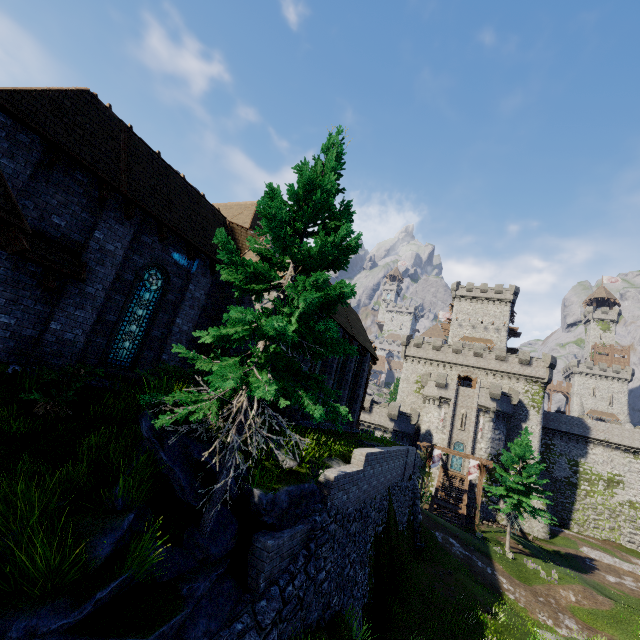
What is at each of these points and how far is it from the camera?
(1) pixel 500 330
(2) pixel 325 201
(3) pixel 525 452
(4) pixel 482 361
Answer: (1) building, 59.3 meters
(2) tree, 7.5 meters
(3) instancedfoliageactor, 30.7 meters
(4) building tower, 48.7 meters

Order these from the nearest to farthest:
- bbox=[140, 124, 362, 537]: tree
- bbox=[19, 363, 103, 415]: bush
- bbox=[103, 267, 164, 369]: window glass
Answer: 1. bbox=[140, 124, 362, 537]: tree
2. bbox=[19, 363, 103, 415]: bush
3. bbox=[103, 267, 164, 369]: window glass

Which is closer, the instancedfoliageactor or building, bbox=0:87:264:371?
building, bbox=0:87:264:371

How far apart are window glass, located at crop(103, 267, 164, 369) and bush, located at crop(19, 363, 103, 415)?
1.4 meters

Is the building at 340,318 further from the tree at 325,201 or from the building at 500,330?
the building at 500,330

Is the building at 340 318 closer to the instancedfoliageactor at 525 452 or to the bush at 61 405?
the bush at 61 405

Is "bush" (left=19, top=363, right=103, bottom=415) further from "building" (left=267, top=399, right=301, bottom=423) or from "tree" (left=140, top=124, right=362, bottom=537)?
"tree" (left=140, top=124, right=362, bottom=537)
